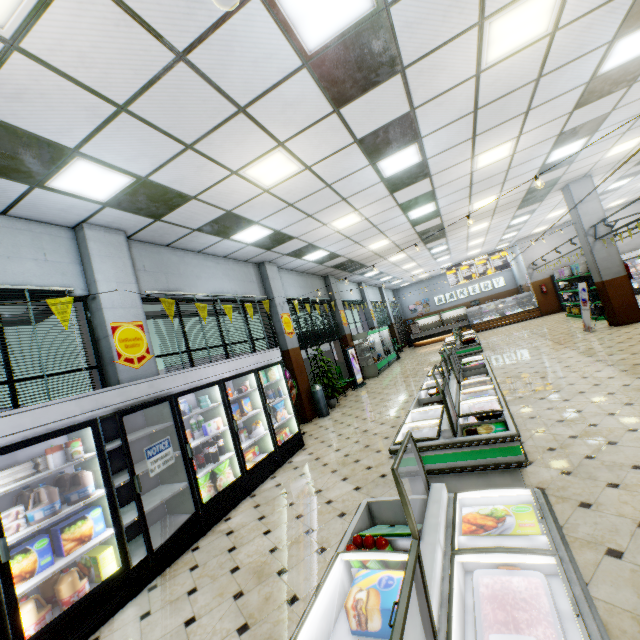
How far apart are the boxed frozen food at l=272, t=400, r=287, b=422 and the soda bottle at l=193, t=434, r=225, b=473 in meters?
1.5 m

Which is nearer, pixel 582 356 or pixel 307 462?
pixel 307 462

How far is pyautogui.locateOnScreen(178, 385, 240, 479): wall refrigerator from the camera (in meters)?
4.95

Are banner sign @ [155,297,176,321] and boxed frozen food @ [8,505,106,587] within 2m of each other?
no

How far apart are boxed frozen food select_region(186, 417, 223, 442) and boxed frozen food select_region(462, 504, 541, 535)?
4.10m

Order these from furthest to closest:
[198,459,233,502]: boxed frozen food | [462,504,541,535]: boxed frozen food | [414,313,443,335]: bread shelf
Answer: [414,313,443,335]: bread shelf < [198,459,233,502]: boxed frozen food < [462,504,541,535]: boxed frozen food

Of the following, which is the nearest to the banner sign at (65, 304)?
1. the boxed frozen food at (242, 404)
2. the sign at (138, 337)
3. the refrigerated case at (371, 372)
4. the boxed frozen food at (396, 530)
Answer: the sign at (138, 337)

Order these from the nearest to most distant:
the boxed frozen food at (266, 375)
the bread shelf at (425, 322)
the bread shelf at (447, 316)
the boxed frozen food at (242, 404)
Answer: the boxed frozen food at (242, 404) < the boxed frozen food at (266, 375) < the bread shelf at (447, 316) < the bread shelf at (425, 322)
